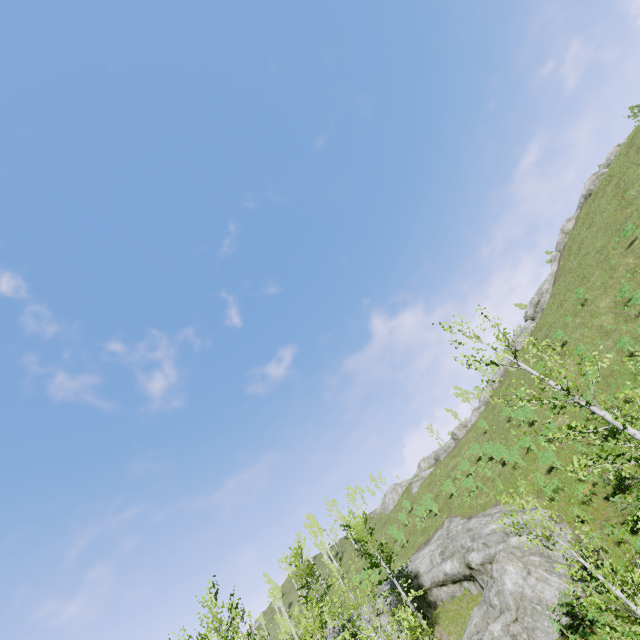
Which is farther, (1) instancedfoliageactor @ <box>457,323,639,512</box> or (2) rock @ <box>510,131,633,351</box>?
(2) rock @ <box>510,131,633,351</box>

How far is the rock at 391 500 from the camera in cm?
4662

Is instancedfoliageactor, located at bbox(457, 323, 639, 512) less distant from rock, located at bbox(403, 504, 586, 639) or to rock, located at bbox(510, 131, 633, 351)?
rock, located at bbox(403, 504, 586, 639)

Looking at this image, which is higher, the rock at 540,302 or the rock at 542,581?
the rock at 540,302

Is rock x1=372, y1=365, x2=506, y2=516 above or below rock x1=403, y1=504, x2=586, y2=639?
above

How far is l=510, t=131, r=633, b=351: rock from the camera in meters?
45.3

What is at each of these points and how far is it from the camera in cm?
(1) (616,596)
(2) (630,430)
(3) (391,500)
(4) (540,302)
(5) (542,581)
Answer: (1) instancedfoliageactor, 1408
(2) instancedfoliageactor, 855
(3) rock, 5369
(4) rock, 4628
(5) rock, 1680
